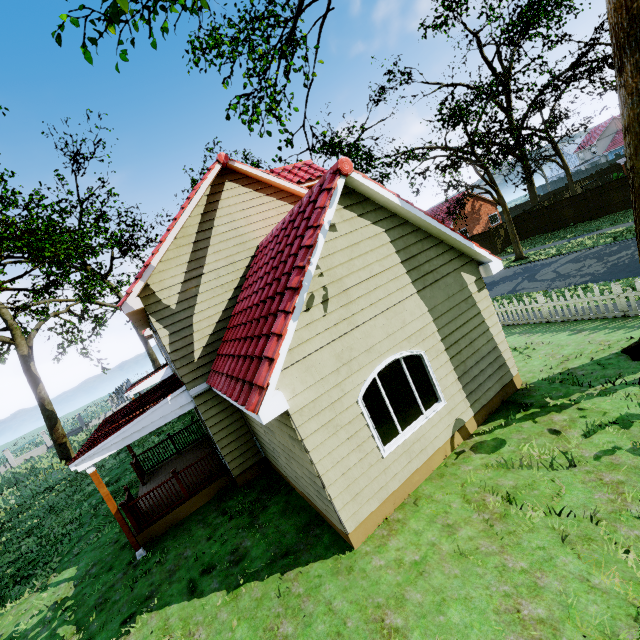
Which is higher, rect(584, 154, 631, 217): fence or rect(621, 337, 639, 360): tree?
rect(584, 154, 631, 217): fence

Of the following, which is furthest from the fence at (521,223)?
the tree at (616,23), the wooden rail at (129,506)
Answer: the wooden rail at (129,506)

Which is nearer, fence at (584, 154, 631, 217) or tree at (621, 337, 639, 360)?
tree at (621, 337, 639, 360)

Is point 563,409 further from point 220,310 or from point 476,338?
point 220,310

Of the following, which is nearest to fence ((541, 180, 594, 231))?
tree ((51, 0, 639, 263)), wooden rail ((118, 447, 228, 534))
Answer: tree ((51, 0, 639, 263))

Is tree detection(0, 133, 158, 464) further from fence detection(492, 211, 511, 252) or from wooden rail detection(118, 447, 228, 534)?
wooden rail detection(118, 447, 228, 534)
